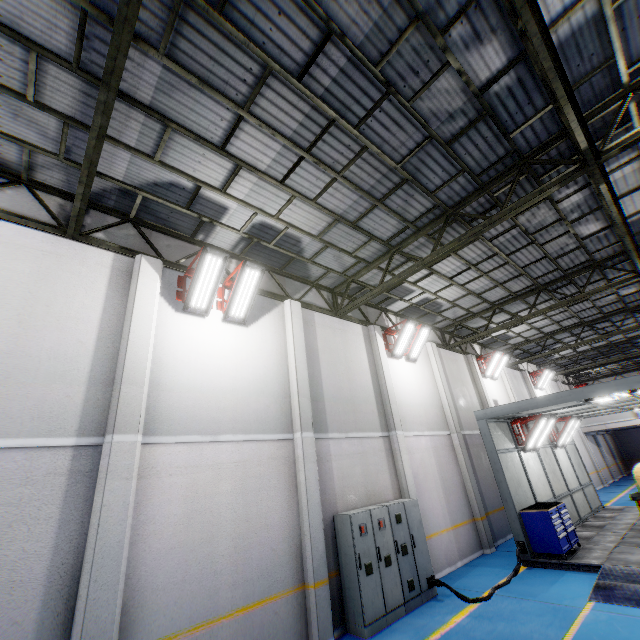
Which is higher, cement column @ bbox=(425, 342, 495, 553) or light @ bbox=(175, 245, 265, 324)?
light @ bbox=(175, 245, 265, 324)

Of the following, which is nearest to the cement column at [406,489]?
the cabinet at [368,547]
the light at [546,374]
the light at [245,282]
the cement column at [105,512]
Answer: the cabinet at [368,547]

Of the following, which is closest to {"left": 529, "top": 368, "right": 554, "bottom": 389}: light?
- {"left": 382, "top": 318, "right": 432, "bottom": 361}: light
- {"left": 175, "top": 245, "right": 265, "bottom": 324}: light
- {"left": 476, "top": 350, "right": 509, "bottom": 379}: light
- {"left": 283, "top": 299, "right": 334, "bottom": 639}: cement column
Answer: {"left": 476, "top": 350, "right": 509, "bottom": 379}: light

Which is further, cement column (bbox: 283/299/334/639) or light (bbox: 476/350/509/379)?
light (bbox: 476/350/509/379)

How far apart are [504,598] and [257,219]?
10.99m

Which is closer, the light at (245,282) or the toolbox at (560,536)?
the light at (245,282)

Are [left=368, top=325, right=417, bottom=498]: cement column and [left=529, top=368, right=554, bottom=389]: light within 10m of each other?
no

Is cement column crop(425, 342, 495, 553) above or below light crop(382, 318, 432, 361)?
below
